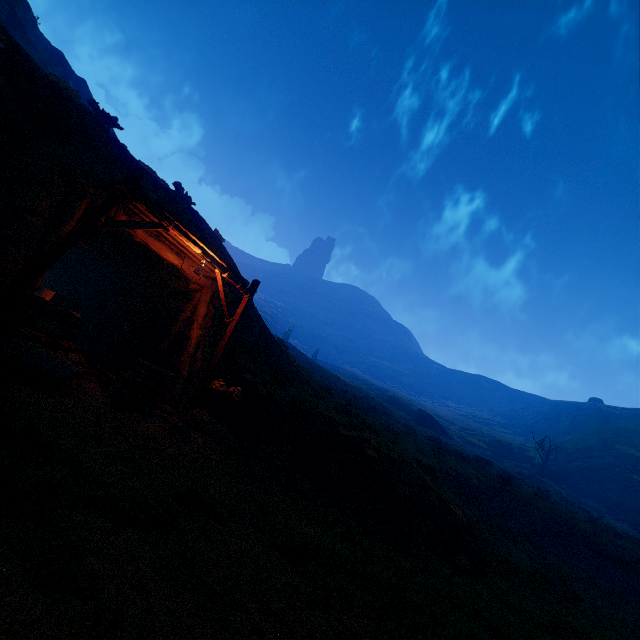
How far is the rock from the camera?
8.7 meters

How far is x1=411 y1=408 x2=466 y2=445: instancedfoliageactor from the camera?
50.4m

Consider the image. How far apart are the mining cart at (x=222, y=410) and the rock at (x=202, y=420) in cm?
2

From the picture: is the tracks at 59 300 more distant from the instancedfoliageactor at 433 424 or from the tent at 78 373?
the instancedfoliageactor at 433 424

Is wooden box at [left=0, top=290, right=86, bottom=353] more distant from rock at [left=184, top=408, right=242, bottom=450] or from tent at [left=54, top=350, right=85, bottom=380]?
rock at [left=184, top=408, right=242, bottom=450]

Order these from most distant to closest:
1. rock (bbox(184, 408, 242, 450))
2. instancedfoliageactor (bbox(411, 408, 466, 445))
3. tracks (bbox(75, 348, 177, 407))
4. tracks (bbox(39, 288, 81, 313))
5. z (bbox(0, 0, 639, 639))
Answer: instancedfoliageactor (bbox(411, 408, 466, 445))
tracks (bbox(39, 288, 81, 313))
rock (bbox(184, 408, 242, 450))
tracks (bbox(75, 348, 177, 407))
z (bbox(0, 0, 639, 639))

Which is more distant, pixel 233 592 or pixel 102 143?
pixel 102 143

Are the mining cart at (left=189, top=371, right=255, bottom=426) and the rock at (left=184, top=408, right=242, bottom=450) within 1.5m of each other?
yes
